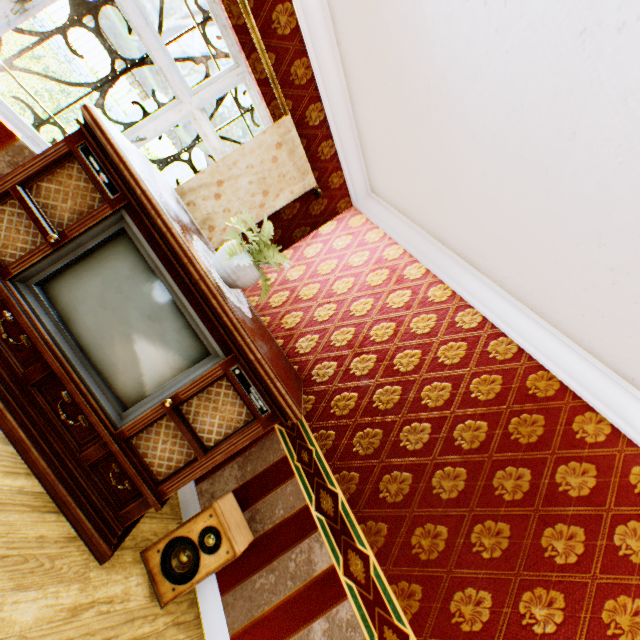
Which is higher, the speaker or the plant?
the plant

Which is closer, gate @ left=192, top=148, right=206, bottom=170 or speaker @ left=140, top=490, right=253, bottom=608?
speaker @ left=140, top=490, right=253, bottom=608

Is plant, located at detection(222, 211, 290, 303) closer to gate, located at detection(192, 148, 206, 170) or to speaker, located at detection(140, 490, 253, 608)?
speaker, located at detection(140, 490, 253, 608)

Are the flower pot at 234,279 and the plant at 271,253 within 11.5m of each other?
yes

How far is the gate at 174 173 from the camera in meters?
15.2

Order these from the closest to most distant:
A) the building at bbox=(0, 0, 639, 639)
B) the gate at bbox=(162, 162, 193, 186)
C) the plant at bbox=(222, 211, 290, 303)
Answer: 1. the building at bbox=(0, 0, 639, 639)
2. the plant at bbox=(222, 211, 290, 303)
3. the gate at bbox=(162, 162, 193, 186)

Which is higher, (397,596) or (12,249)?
(397,596)

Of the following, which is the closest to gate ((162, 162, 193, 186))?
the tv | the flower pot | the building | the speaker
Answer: the building
